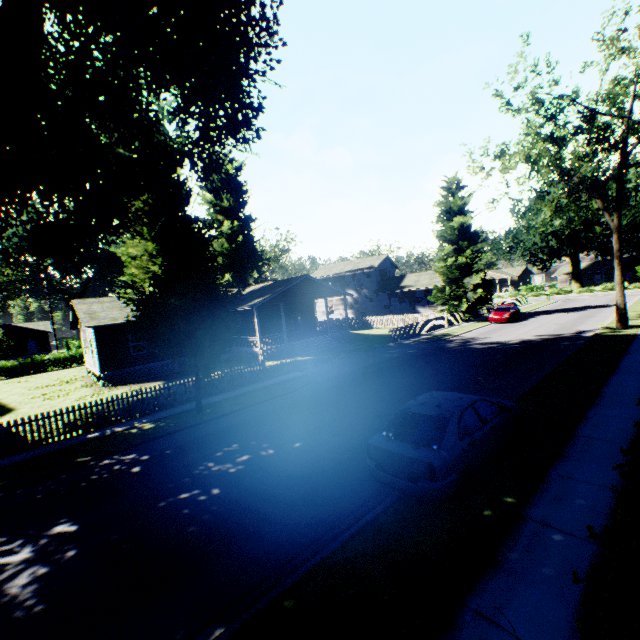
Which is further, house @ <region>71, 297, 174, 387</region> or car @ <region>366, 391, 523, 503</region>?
house @ <region>71, 297, 174, 387</region>

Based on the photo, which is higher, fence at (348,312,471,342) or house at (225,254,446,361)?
house at (225,254,446,361)

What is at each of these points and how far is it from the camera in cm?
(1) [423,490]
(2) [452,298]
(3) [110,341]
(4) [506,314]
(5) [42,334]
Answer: (1) car, 600
(2) plant, 3525
(3) house, 2300
(4) car, 3069
(5) house, 5912

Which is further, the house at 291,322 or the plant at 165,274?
the house at 291,322

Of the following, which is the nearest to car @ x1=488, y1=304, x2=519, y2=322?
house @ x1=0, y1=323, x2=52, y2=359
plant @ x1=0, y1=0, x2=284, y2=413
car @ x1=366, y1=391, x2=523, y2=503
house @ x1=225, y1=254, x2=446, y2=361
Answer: plant @ x1=0, y1=0, x2=284, y2=413

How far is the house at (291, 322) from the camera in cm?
2691

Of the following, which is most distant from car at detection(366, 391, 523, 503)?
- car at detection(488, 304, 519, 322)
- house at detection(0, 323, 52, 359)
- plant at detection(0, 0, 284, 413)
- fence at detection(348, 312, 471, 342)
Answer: house at detection(0, 323, 52, 359)

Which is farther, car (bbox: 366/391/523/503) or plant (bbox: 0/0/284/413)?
plant (bbox: 0/0/284/413)
